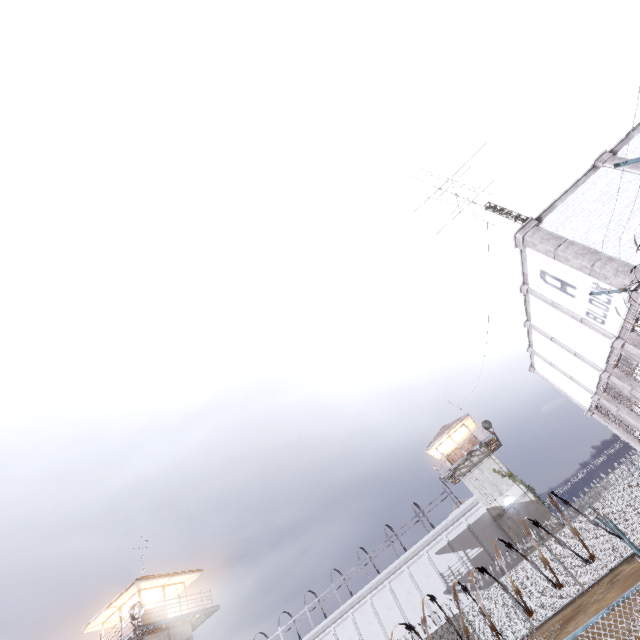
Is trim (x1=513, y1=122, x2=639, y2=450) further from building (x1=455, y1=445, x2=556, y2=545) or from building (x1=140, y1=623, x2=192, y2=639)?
building (x1=140, y1=623, x2=192, y2=639)

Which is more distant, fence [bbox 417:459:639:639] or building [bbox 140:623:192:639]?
building [bbox 140:623:192:639]

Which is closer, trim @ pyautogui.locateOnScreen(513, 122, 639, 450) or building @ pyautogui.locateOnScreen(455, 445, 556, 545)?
trim @ pyautogui.locateOnScreen(513, 122, 639, 450)

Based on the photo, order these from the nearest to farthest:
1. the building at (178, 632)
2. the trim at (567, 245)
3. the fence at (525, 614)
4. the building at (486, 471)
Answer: the fence at (525, 614)
the trim at (567, 245)
the building at (178, 632)
the building at (486, 471)

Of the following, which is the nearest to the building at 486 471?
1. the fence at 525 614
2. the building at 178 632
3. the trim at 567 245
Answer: the fence at 525 614

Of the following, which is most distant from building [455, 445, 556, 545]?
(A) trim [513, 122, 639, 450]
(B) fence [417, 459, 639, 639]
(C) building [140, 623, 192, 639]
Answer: (C) building [140, 623, 192, 639]

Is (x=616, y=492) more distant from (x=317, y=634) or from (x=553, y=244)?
(x=317, y=634)

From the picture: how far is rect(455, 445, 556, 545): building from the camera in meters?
28.2 m
